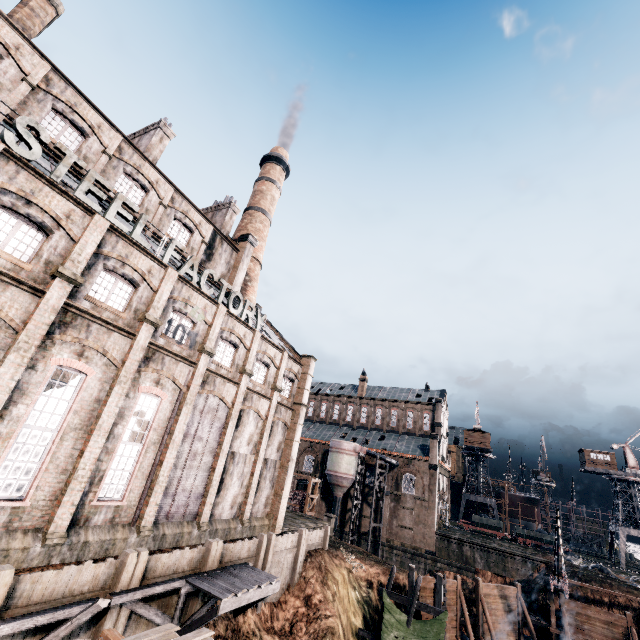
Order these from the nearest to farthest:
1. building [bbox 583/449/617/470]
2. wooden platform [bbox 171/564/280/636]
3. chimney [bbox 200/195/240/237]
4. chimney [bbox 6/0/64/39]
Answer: wooden platform [bbox 171/564/280/636]
chimney [bbox 6/0/64/39]
chimney [bbox 200/195/240/237]
building [bbox 583/449/617/470]

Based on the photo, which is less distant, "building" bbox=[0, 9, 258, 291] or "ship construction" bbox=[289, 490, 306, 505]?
"building" bbox=[0, 9, 258, 291]

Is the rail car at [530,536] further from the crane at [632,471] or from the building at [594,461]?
the building at [594,461]

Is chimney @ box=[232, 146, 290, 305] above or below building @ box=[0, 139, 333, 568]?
above

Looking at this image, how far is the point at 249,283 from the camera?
36.1m

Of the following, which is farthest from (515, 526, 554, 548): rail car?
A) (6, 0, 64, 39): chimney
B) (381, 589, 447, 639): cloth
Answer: (6, 0, 64, 39): chimney

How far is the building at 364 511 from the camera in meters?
50.0

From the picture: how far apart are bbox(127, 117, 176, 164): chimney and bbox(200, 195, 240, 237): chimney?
7.59m
